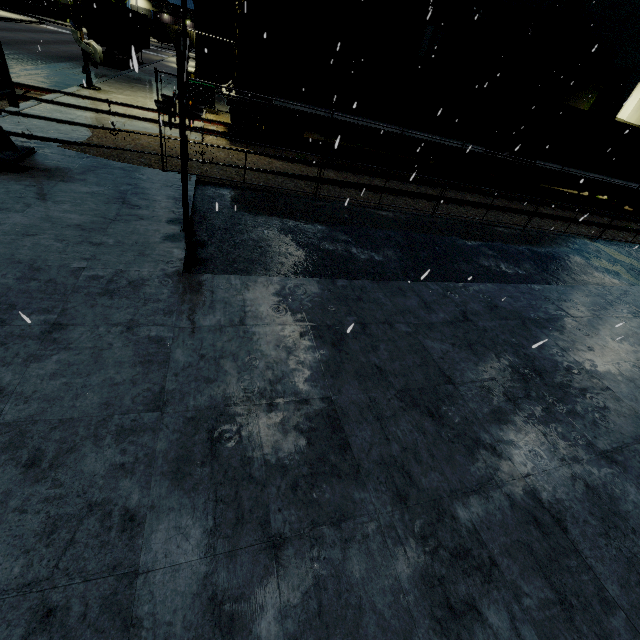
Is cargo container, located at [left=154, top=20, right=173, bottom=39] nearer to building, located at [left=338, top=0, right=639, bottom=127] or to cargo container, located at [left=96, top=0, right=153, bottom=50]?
building, located at [left=338, top=0, right=639, bottom=127]

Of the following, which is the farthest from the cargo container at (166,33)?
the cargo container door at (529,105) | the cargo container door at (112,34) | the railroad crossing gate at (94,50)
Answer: the cargo container door at (529,105)

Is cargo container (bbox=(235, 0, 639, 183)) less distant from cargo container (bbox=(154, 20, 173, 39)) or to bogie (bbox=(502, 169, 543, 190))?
bogie (bbox=(502, 169, 543, 190))

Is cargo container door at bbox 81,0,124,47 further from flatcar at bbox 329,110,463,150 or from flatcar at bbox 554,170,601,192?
flatcar at bbox 554,170,601,192

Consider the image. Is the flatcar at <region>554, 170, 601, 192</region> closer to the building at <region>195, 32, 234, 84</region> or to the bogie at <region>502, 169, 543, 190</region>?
the bogie at <region>502, 169, 543, 190</region>

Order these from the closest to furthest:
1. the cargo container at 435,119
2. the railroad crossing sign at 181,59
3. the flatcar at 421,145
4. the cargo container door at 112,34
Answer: the railroad crossing sign at 181,59 → the cargo container at 435,119 → the flatcar at 421,145 → the cargo container door at 112,34

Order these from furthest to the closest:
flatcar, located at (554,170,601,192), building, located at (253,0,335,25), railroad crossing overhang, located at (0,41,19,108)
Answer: building, located at (253,0,335,25) < flatcar, located at (554,170,601,192) < railroad crossing overhang, located at (0,41,19,108)

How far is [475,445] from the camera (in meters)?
3.54
